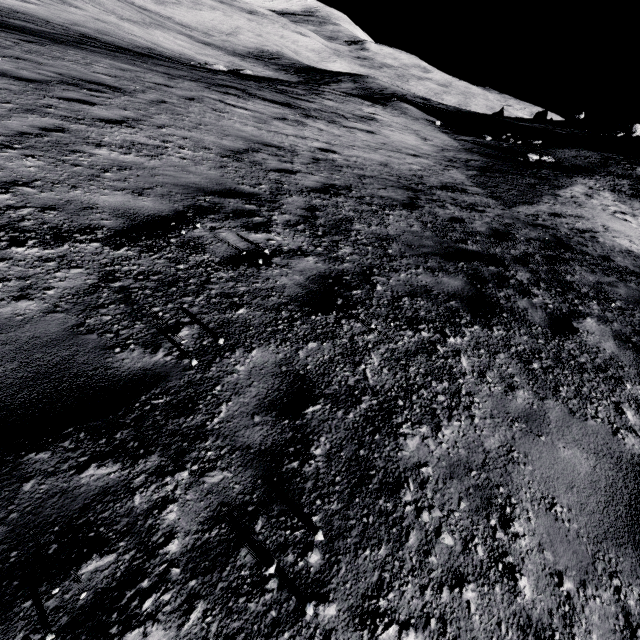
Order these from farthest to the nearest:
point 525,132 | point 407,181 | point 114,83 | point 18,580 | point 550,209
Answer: point 525,132
point 550,209
point 407,181
point 114,83
point 18,580
